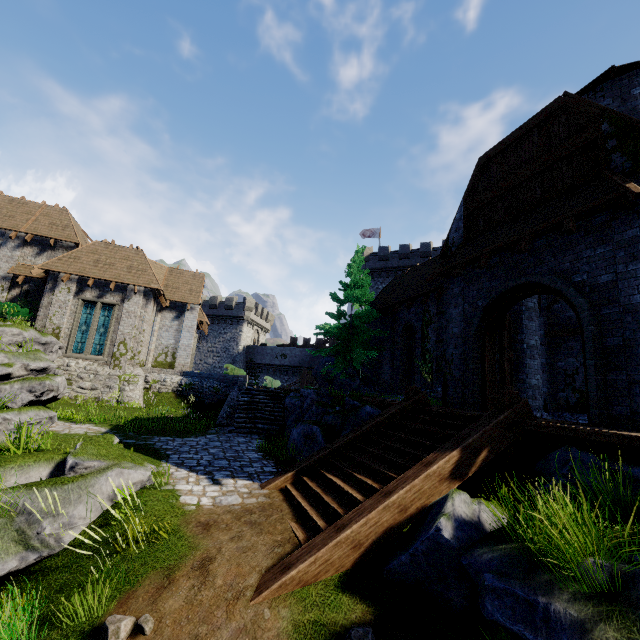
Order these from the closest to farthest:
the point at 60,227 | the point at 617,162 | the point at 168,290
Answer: the point at 617,162, the point at 60,227, the point at 168,290

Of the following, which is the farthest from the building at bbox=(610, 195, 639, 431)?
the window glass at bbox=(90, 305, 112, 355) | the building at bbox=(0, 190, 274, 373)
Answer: the window glass at bbox=(90, 305, 112, 355)

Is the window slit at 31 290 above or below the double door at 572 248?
above

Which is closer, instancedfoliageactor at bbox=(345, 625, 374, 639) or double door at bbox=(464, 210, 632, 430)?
instancedfoliageactor at bbox=(345, 625, 374, 639)

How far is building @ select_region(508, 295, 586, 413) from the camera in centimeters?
1199cm

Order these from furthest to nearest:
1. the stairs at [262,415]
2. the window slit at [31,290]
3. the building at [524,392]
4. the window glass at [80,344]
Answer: the window slit at [31,290] < the window glass at [80,344] < the stairs at [262,415] < the building at [524,392]

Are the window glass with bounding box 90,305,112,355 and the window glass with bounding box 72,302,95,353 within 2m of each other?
yes

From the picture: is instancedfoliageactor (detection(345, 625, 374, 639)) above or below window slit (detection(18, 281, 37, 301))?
below
